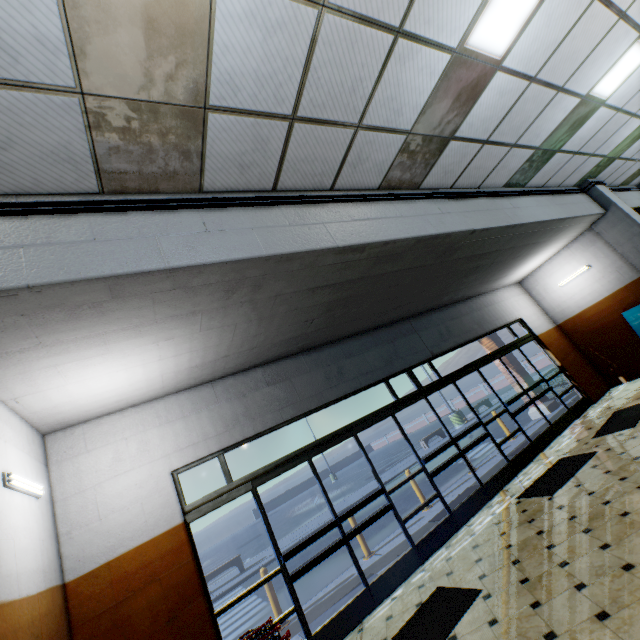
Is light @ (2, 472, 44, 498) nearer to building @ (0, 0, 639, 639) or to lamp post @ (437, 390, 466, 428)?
building @ (0, 0, 639, 639)

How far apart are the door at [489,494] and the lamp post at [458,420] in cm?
1496

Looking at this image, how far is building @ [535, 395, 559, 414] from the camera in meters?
10.5 m

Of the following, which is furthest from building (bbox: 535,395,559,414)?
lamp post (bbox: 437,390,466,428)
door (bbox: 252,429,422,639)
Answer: lamp post (bbox: 437,390,466,428)

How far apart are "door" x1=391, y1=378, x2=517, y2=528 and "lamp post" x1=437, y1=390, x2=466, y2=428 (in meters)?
14.96

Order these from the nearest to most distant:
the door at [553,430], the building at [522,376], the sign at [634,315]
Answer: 1. the door at [553,430]
2. the sign at [634,315]
3. the building at [522,376]

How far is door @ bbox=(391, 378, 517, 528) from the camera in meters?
5.9 m

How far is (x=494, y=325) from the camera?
9.05m
